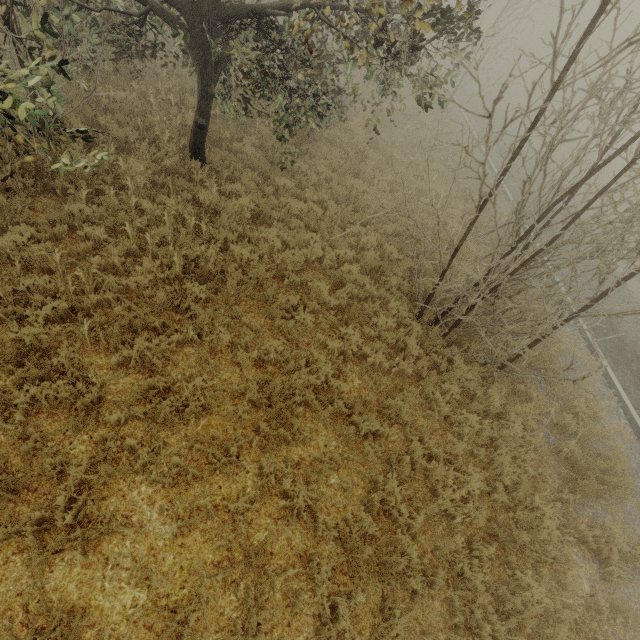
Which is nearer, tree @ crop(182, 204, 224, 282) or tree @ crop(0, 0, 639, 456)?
tree @ crop(0, 0, 639, 456)

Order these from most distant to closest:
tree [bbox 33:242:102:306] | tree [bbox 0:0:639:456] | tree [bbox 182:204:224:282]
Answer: tree [bbox 182:204:224:282] → tree [bbox 33:242:102:306] → tree [bbox 0:0:639:456]

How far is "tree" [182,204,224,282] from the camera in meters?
6.7

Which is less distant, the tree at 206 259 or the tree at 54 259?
the tree at 54 259

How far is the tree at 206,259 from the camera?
6.7 meters

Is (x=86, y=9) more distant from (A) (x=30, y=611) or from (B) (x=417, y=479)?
(B) (x=417, y=479)

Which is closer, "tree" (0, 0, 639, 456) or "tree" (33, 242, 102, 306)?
"tree" (0, 0, 639, 456)
